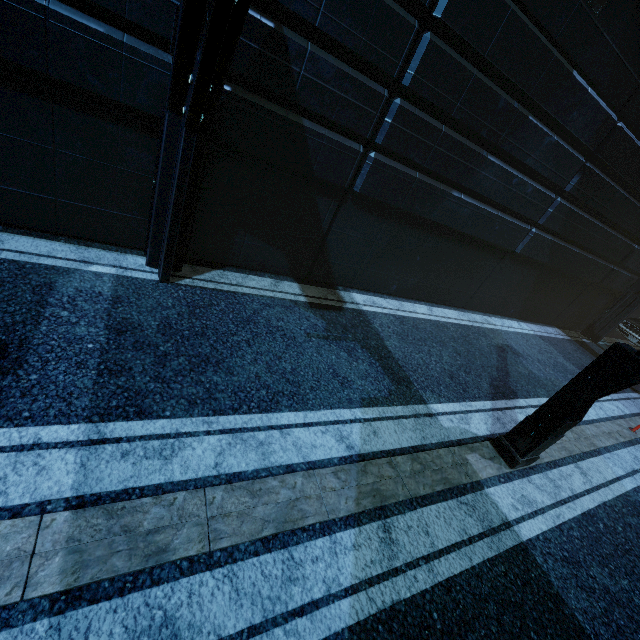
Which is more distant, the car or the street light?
the car

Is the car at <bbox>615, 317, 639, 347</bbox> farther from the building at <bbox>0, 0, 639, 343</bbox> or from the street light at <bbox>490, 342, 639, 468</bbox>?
the street light at <bbox>490, 342, 639, 468</bbox>

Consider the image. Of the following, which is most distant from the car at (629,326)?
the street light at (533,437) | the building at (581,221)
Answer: the street light at (533,437)

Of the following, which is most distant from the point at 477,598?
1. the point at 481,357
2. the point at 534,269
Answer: the point at 534,269

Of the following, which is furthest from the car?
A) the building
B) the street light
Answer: the street light

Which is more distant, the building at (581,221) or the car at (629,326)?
the car at (629,326)
